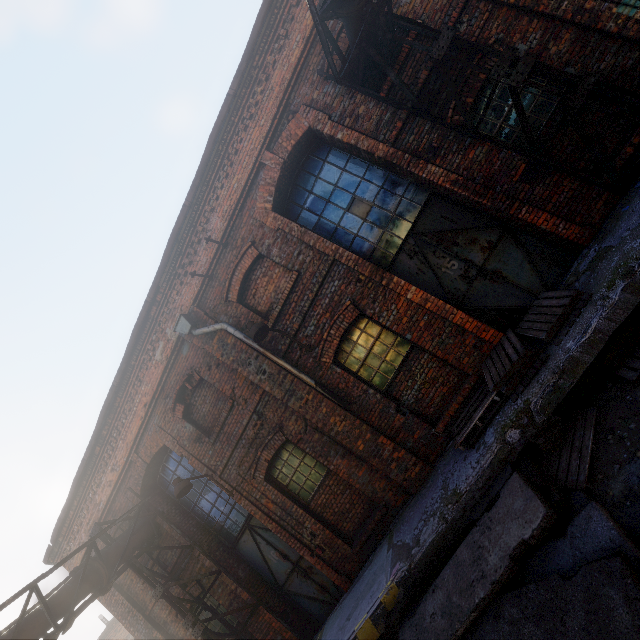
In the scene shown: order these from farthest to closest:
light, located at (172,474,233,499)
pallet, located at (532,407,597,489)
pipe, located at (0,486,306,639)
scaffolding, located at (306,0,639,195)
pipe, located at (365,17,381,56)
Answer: light, located at (172,474,233,499)
pipe, located at (0,486,306,639)
pipe, located at (365,17,381,56)
scaffolding, located at (306,0,639,195)
pallet, located at (532,407,597,489)

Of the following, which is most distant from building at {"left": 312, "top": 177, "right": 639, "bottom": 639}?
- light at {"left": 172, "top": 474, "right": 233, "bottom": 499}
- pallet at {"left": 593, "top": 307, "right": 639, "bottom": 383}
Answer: light at {"left": 172, "top": 474, "right": 233, "bottom": 499}

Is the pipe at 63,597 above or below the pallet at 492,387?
above

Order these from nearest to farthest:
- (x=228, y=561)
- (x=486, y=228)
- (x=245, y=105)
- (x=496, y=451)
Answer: (x=496, y=451) < (x=486, y=228) < (x=245, y=105) < (x=228, y=561)

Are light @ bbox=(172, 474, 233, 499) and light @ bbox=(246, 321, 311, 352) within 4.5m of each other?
yes

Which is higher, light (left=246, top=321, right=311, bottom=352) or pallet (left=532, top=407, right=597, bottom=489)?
light (left=246, top=321, right=311, bottom=352)

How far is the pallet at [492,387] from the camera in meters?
4.7

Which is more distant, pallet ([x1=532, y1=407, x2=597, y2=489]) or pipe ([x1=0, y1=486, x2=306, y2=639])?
pipe ([x1=0, y1=486, x2=306, y2=639])
